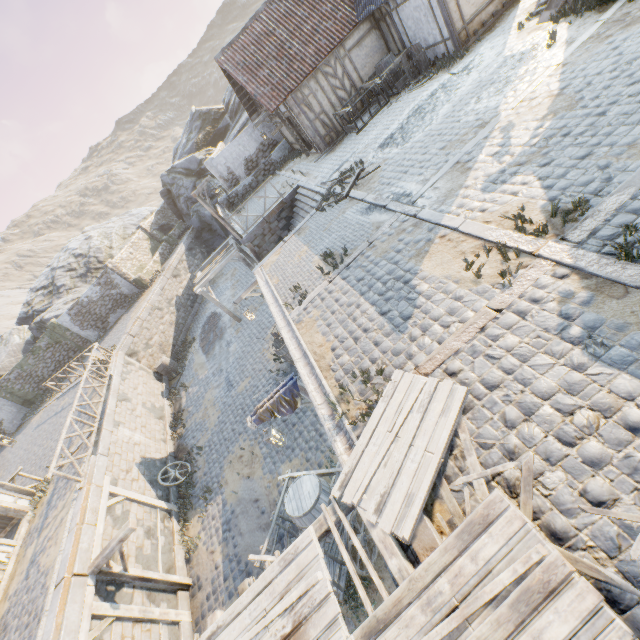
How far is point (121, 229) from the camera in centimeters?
3522cm

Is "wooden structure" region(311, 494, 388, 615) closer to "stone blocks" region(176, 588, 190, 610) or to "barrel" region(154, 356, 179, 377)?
"stone blocks" region(176, 588, 190, 610)

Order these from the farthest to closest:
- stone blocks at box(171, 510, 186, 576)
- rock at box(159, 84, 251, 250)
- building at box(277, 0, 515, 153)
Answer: rock at box(159, 84, 251, 250)
building at box(277, 0, 515, 153)
stone blocks at box(171, 510, 186, 576)

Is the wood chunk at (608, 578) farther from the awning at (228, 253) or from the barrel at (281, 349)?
the awning at (228, 253)

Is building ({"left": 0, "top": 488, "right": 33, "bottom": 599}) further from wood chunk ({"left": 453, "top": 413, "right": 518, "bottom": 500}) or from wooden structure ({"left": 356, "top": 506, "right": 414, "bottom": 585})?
wood chunk ({"left": 453, "top": 413, "right": 518, "bottom": 500})

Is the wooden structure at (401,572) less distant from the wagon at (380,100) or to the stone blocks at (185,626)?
the stone blocks at (185,626)

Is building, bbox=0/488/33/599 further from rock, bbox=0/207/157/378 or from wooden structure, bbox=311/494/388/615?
rock, bbox=0/207/157/378

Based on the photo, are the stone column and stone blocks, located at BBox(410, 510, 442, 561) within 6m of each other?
no
